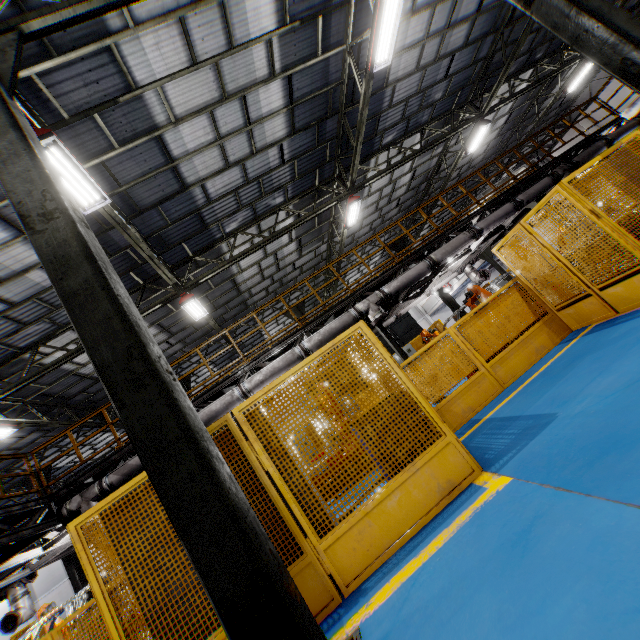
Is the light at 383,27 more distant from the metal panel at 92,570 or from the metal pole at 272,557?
the metal pole at 272,557

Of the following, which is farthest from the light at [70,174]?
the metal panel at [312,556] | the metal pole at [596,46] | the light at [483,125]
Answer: the light at [483,125]

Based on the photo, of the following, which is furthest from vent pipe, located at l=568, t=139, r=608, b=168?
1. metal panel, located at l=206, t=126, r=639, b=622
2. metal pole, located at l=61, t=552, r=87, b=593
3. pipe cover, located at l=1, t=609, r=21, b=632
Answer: Answer: metal pole, located at l=61, t=552, r=87, b=593

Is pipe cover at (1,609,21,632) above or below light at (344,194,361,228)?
below

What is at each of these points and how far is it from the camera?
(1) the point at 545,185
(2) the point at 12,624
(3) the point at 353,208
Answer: (1) vent pipe, 11.3m
(2) pipe cover, 10.4m
(3) light, 13.4m

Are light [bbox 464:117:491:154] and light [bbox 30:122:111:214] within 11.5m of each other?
no

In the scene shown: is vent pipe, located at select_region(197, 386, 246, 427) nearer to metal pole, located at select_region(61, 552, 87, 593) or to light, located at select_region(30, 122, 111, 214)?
light, located at select_region(30, 122, 111, 214)

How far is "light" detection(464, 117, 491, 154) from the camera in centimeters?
1466cm
